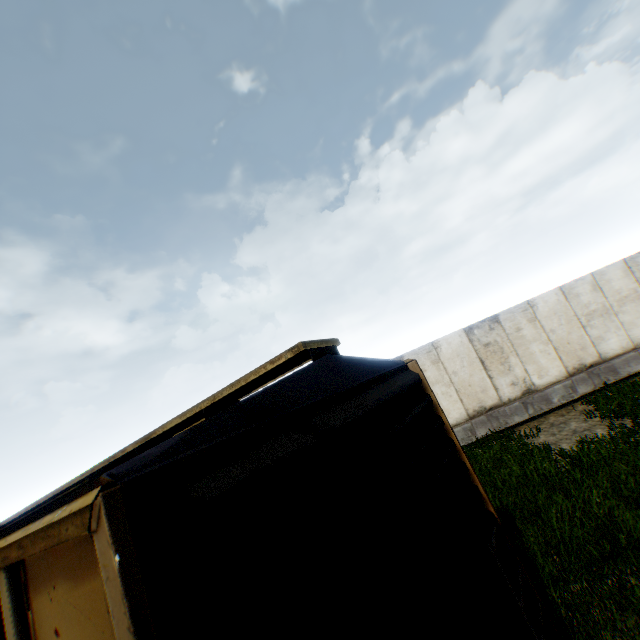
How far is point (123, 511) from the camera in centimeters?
83cm
